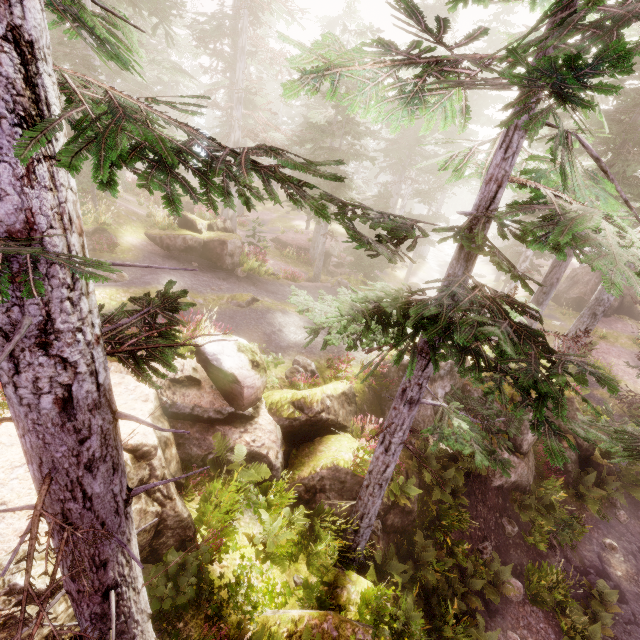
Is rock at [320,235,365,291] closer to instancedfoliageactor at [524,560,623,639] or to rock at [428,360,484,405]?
instancedfoliageactor at [524,560,623,639]

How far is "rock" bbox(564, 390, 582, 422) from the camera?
15.1 meters

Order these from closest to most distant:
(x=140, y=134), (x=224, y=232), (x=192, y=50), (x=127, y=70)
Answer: (x=140, y=134)
(x=127, y=70)
(x=224, y=232)
(x=192, y=50)

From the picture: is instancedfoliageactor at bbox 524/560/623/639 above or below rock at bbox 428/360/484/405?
below

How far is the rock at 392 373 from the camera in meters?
12.4

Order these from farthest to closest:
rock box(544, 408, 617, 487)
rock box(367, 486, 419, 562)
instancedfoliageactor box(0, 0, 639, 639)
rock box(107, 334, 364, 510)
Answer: rock box(544, 408, 617, 487)
rock box(367, 486, 419, 562)
rock box(107, 334, 364, 510)
instancedfoliageactor box(0, 0, 639, 639)
